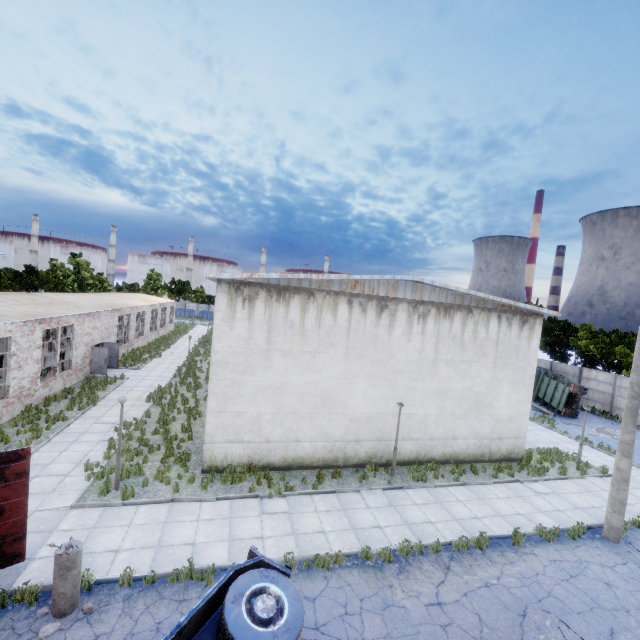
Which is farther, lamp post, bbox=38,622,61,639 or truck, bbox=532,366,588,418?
truck, bbox=532,366,588,418

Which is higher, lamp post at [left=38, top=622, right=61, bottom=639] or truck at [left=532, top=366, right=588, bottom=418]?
truck at [left=532, top=366, right=588, bottom=418]

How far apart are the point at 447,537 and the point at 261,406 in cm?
816

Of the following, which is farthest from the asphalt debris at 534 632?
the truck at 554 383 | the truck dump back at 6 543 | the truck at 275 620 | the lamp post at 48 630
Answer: the truck at 554 383

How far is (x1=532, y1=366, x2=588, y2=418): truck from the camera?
25.80m

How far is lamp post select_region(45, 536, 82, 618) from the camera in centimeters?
697cm

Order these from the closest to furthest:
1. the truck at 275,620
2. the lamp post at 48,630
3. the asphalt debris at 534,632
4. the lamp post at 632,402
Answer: the truck at 275,620 < the lamp post at 48,630 < the asphalt debris at 534,632 < the lamp post at 632,402

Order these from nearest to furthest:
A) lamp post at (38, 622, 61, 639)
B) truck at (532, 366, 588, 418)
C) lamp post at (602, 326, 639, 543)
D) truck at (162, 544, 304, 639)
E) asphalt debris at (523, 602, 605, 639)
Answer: truck at (162, 544, 304, 639)
lamp post at (38, 622, 61, 639)
asphalt debris at (523, 602, 605, 639)
lamp post at (602, 326, 639, 543)
truck at (532, 366, 588, 418)
